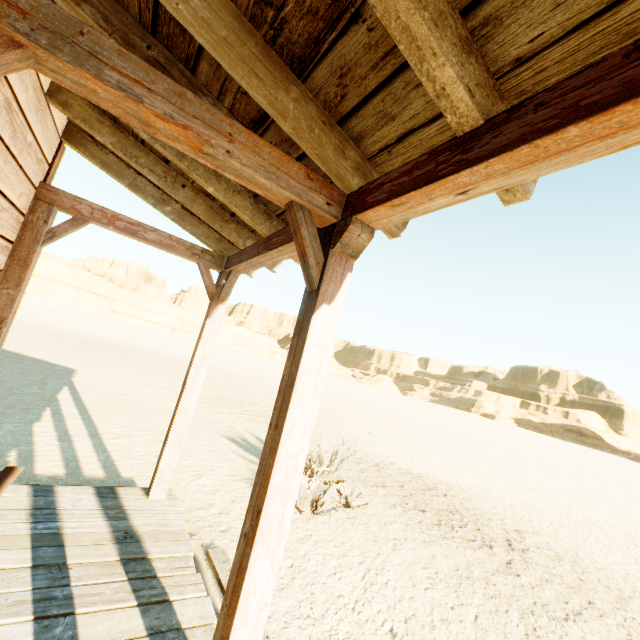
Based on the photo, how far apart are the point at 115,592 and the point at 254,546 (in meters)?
1.47
